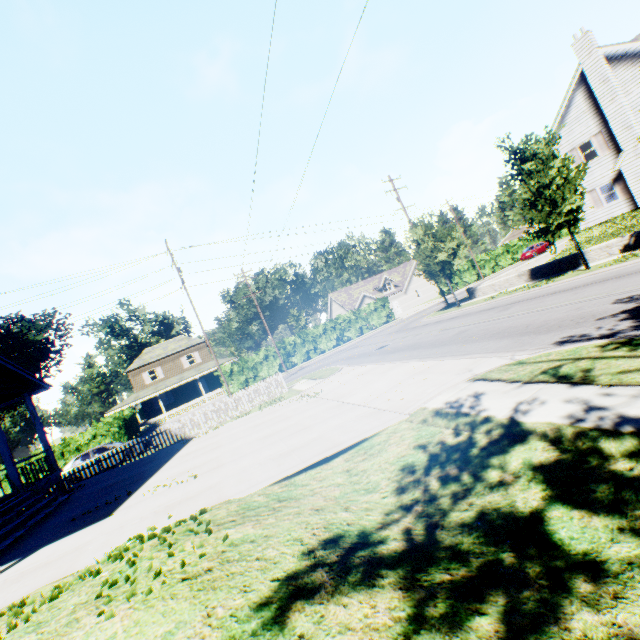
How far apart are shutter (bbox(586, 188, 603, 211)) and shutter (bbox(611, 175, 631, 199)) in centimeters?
98cm

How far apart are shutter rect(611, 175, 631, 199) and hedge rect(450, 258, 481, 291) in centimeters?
2085cm

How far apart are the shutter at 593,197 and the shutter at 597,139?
2.2 meters

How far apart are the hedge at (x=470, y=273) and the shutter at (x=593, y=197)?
19.15m

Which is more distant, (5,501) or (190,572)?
(5,501)

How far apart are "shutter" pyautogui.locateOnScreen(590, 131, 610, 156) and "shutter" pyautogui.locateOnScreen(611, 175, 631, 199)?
1.82m

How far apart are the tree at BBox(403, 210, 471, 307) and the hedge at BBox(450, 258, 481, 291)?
22.8m

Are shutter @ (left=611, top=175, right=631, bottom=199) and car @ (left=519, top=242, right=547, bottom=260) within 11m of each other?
no
